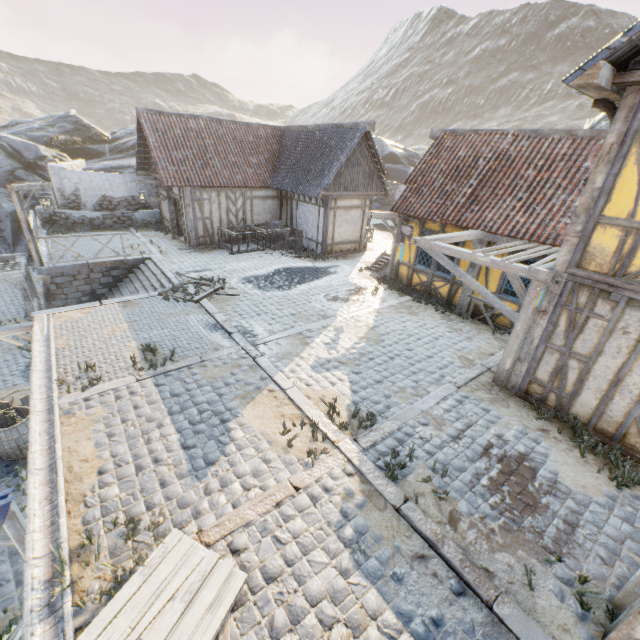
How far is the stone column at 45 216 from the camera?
17.1 meters

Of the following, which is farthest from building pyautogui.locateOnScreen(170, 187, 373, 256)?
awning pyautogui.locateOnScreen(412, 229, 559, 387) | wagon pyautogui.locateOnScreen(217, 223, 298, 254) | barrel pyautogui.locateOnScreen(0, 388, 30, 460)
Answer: barrel pyautogui.locateOnScreen(0, 388, 30, 460)

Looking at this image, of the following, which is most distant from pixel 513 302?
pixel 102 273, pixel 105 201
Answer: pixel 105 201

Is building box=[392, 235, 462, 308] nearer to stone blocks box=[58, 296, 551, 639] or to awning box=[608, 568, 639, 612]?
stone blocks box=[58, 296, 551, 639]

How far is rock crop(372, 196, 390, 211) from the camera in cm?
2861

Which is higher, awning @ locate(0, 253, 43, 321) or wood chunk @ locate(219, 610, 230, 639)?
wood chunk @ locate(219, 610, 230, 639)

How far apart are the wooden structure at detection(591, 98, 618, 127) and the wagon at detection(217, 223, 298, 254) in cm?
1292

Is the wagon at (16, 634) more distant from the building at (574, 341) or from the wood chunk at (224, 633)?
the building at (574, 341)
